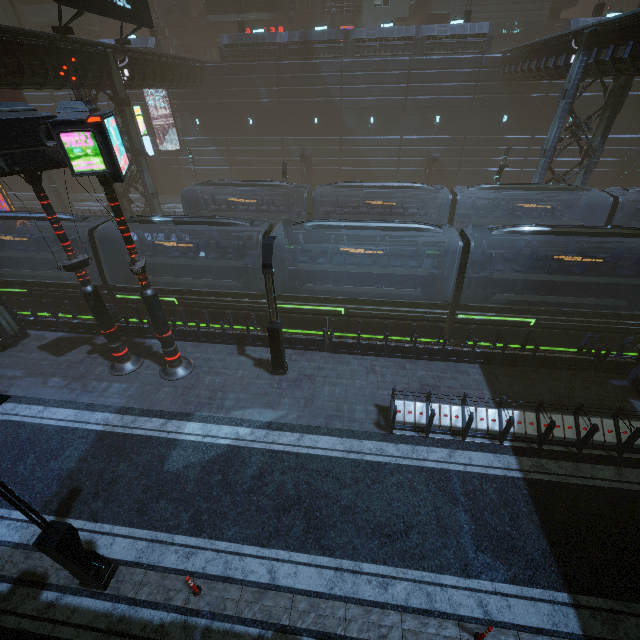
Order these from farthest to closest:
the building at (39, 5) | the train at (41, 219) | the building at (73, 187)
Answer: the building at (39, 5) < the building at (73, 187) < the train at (41, 219)

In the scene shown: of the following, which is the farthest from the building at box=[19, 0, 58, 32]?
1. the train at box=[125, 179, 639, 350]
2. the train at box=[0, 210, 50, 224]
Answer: the train at box=[125, 179, 639, 350]

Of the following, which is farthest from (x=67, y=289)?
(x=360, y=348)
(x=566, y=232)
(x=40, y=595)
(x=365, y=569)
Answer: (x=566, y=232)

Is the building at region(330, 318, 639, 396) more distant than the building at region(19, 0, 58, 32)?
No

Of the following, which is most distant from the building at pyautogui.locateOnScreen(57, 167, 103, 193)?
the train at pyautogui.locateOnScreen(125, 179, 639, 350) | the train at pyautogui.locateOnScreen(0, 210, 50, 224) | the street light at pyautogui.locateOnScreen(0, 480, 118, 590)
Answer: the street light at pyautogui.locateOnScreen(0, 480, 118, 590)

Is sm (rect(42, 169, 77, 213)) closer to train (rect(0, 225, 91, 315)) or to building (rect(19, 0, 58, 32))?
building (rect(19, 0, 58, 32))

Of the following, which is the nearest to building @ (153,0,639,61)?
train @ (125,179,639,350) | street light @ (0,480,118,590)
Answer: train @ (125,179,639,350)

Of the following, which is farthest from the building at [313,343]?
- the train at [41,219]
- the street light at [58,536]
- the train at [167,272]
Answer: the street light at [58,536]
